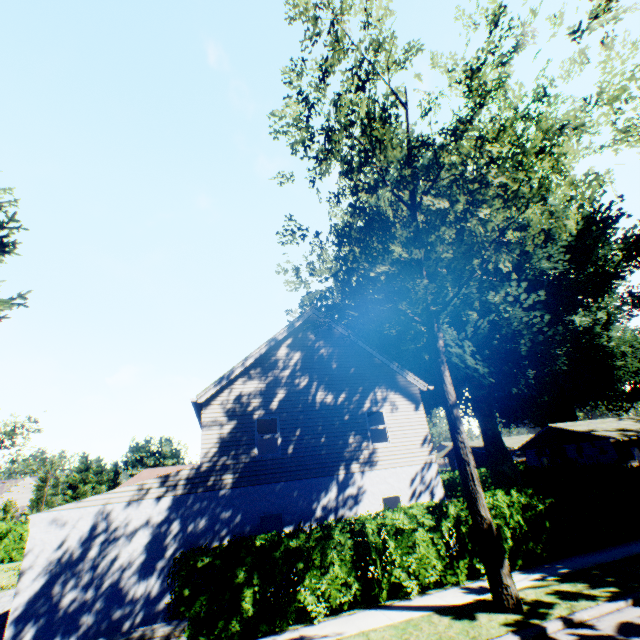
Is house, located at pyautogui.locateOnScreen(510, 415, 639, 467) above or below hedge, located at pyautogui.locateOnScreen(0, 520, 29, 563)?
above

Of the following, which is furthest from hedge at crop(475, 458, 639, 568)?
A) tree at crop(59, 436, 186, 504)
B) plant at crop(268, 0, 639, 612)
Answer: plant at crop(268, 0, 639, 612)

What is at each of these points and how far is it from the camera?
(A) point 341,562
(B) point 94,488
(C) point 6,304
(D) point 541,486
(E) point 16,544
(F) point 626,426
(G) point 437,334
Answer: (A) hedge, 9.23m
(B) tree, 49.91m
(C) plant, 12.27m
(D) hedge, 12.79m
(E) hedge, 27.88m
(F) house, 33.41m
(G) plant, 10.66m

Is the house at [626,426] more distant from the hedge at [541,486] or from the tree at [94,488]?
the tree at [94,488]

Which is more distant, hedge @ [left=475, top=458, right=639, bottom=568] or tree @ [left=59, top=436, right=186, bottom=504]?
tree @ [left=59, top=436, right=186, bottom=504]

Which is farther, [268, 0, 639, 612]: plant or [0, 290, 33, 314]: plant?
[0, 290, 33, 314]: plant

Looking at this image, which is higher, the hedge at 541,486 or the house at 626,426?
the house at 626,426

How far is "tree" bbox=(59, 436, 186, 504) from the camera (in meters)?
44.00
